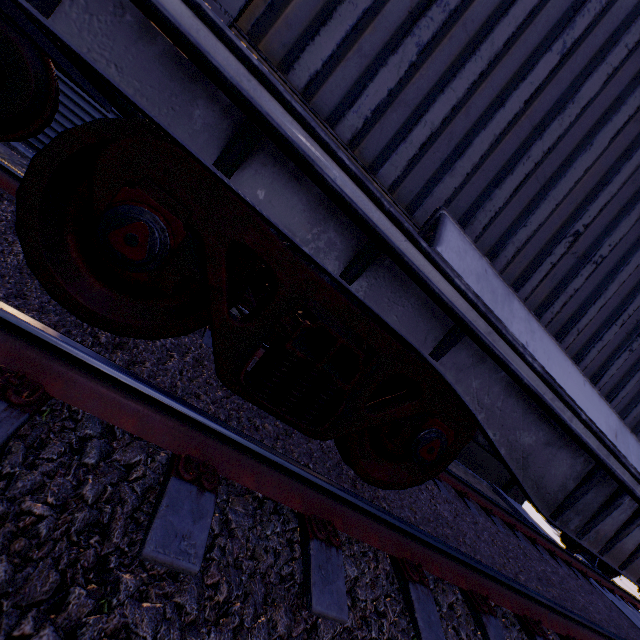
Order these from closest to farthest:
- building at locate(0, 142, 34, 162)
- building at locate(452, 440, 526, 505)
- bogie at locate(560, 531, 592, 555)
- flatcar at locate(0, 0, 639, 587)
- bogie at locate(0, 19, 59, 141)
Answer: flatcar at locate(0, 0, 639, 587)
bogie at locate(0, 19, 59, 141)
building at locate(0, 142, 34, 162)
bogie at locate(560, 531, 592, 555)
building at locate(452, 440, 526, 505)

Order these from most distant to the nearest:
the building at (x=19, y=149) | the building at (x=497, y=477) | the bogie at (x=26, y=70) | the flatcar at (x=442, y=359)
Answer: the building at (x=497, y=477) < the building at (x=19, y=149) < the bogie at (x=26, y=70) < the flatcar at (x=442, y=359)

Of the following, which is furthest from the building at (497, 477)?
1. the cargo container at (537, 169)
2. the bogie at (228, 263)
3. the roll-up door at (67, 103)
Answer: the bogie at (228, 263)

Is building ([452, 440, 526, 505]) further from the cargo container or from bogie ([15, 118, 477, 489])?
bogie ([15, 118, 477, 489])

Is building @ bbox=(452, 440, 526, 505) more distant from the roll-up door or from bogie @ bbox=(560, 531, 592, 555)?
bogie @ bbox=(560, 531, 592, 555)

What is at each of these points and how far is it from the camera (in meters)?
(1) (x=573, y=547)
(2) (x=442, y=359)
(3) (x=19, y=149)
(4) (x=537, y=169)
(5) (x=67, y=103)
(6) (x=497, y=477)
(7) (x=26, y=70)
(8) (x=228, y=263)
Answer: (1) bogie, 6.97
(2) flatcar, 1.82
(3) building, 4.62
(4) cargo container, 1.78
(5) roll-up door, 5.04
(6) building, 9.60
(7) bogie, 2.61
(8) bogie, 1.63

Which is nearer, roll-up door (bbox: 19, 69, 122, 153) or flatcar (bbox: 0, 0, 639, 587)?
flatcar (bbox: 0, 0, 639, 587)

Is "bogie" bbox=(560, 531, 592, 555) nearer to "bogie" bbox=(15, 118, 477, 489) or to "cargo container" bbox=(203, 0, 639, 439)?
"cargo container" bbox=(203, 0, 639, 439)
